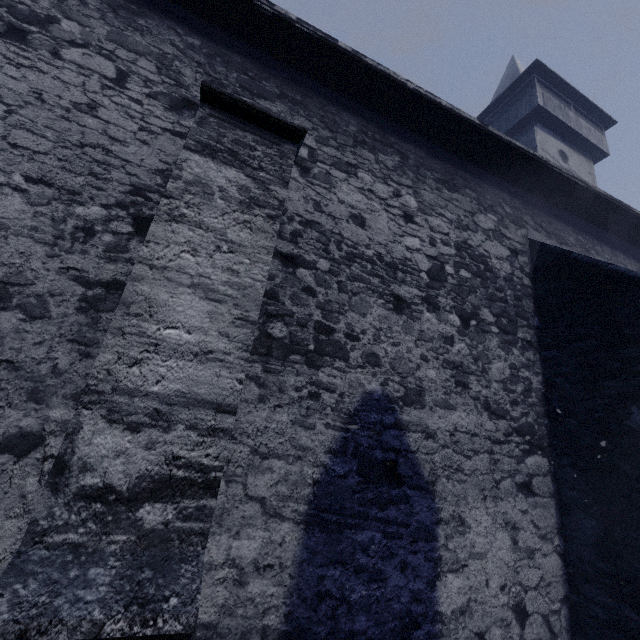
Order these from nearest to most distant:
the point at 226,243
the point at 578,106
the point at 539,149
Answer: the point at 226,243
the point at 539,149
the point at 578,106
